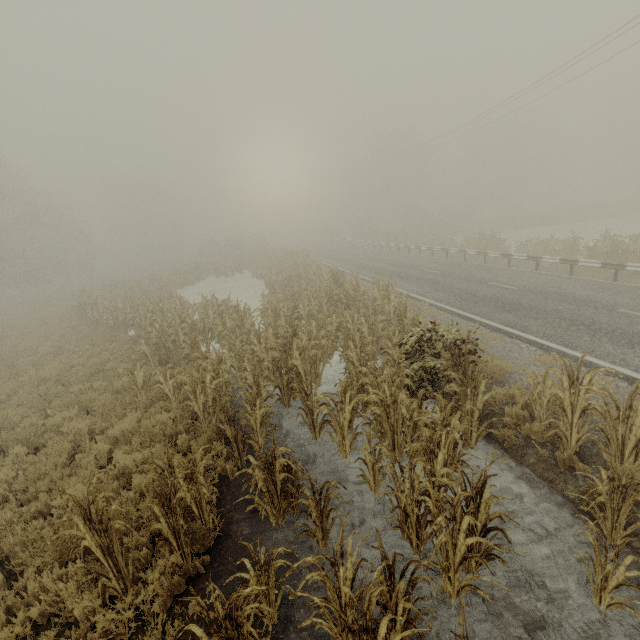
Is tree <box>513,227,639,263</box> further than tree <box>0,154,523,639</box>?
Yes

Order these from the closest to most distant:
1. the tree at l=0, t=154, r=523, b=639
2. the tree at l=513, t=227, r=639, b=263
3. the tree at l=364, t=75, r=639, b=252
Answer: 1. the tree at l=0, t=154, r=523, b=639
2. the tree at l=513, t=227, r=639, b=263
3. the tree at l=364, t=75, r=639, b=252

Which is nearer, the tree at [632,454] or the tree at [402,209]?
the tree at [632,454]

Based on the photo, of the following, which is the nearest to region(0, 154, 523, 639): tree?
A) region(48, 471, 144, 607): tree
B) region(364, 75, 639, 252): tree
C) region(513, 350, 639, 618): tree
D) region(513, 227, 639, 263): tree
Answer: region(513, 227, 639, 263): tree

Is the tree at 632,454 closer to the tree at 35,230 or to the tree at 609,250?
the tree at 609,250

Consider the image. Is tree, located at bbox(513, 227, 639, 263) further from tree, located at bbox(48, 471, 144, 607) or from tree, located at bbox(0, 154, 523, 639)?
tree, located at bbox(48, 471, 144, 607)

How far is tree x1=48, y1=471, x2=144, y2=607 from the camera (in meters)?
4.00

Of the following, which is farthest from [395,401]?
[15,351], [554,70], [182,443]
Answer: [554,70]
